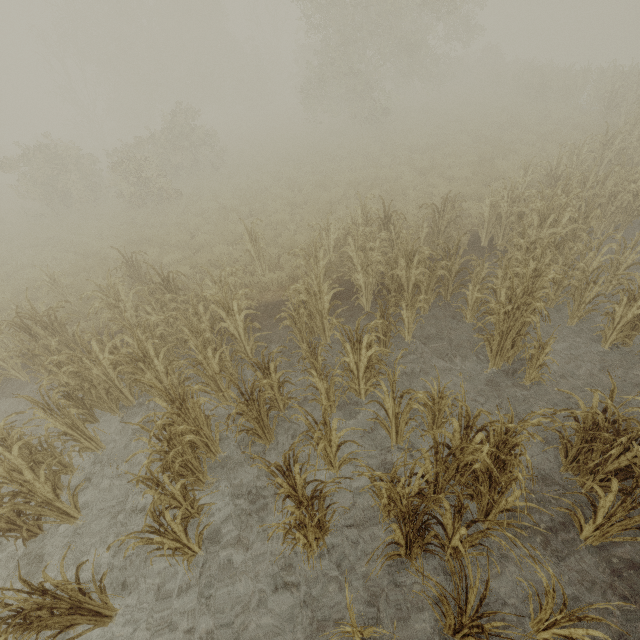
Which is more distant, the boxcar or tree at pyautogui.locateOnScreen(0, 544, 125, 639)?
the boxcar

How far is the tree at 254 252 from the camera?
Result: 8.1 meters

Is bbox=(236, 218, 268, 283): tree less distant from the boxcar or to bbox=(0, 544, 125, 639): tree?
bbox=(0, 544, 125, 639): tree

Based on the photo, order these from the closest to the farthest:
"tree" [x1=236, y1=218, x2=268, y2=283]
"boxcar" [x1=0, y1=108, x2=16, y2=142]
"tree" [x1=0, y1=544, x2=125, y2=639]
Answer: "tree" [x1=0, y1=544, x2=125, y2=639]
"tree" [x1=236, y1=218, x2=268, y2=283]
"boxcar" [x1=0, y1=108, x2=16, y2=142]

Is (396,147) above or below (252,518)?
above

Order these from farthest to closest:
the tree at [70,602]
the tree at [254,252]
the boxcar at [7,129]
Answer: the boxcar at [7,129] < the tree at [254,252] < the tree at [70,602]

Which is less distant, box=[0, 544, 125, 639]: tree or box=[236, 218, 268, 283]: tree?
box=[0, 544, 125, 639]: tree

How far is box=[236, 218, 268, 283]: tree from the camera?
8.11m
